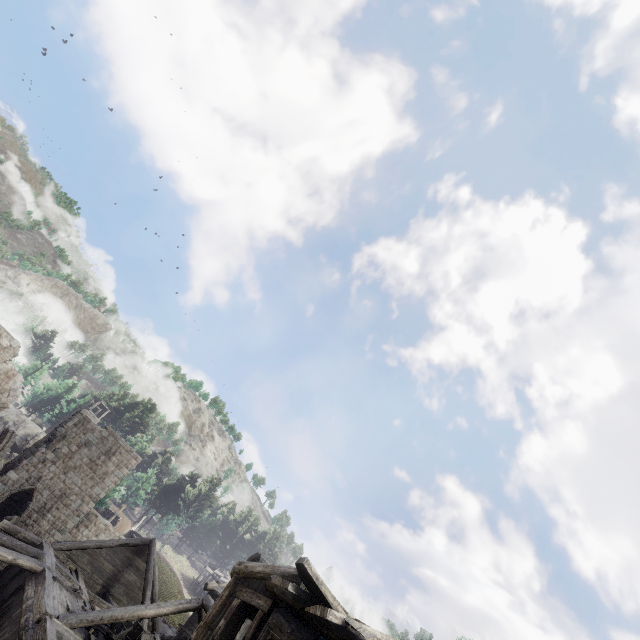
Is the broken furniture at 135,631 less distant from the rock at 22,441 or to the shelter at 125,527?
the shelter at 125,527

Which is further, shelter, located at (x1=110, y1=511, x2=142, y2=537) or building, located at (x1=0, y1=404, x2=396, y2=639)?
shelter, located at (x1=110, y1=511, x2=142, y2=537)

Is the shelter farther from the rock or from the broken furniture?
the broken furniture

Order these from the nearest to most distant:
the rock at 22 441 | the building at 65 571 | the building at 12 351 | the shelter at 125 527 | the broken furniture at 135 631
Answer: the building at 65 571, the broken furniture at 135 631, the building at 12 351, the shelter at 125 527, the rock at 22 441

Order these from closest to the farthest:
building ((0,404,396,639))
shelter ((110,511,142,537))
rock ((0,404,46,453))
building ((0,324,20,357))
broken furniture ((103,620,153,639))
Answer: building ((0,404,396,639)), broken furniture ((103,620,153,639)), building ((0,324,20,357)), shelter ((110,511,142,537)), rock ((0,404,46,453))

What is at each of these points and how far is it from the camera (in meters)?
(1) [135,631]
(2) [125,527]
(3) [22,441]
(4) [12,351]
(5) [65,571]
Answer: (1) broken furniture, 14.77
(2) shelter, 45.72
(3) rock, 48.12
(4) building, 24.86
(5) building, 16.30

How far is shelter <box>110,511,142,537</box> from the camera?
44.4m

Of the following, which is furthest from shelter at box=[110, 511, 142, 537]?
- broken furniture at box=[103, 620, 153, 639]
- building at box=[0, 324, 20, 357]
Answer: broken furniture at box=[103, 620, 153, 639]
